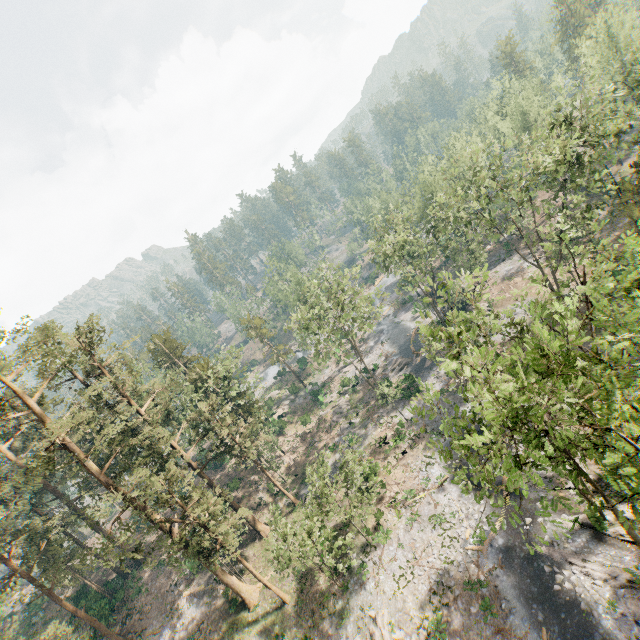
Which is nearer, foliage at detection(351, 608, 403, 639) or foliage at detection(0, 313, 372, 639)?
foliage at detection(351, 608, 403, 639)

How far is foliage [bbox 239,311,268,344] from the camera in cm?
5807

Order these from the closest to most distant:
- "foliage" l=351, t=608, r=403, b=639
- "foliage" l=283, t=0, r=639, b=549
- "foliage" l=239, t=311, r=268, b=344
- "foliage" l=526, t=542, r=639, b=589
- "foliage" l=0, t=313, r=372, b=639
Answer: "foliage" l=283, t=0, r=639, b=549 → "foliage" l=526, t=542, r=639, b=589 → "foliage" l=351, t=608, r=403, b=639 → "foliage" l=0, t=313, r=372, b=639 → "foliage" l=239, t=311, r=268, b=344

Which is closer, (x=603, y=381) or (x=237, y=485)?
(x=603, y=381)

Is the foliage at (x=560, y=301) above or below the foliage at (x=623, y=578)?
above
